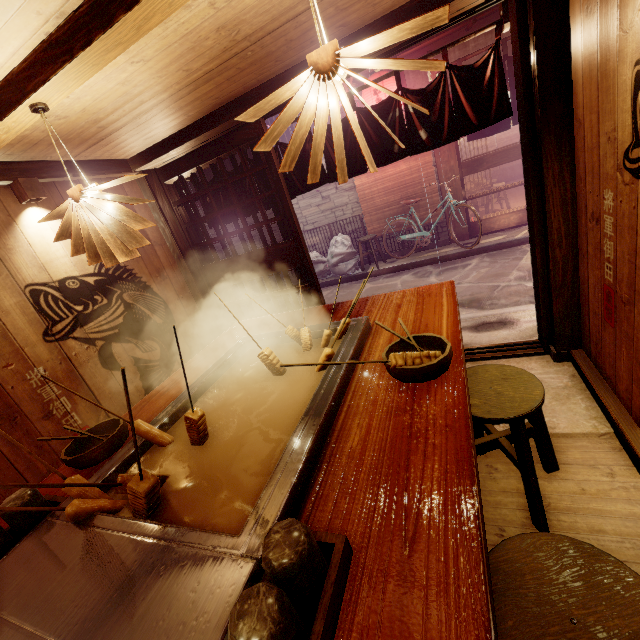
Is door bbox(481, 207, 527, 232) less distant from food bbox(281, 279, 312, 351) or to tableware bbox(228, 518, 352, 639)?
food bbox(281, 279, 312, 351)

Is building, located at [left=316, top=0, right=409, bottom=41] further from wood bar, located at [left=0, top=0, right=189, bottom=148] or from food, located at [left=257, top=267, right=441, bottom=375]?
food, located at [left=257, top=267, right=441, bottom=375]

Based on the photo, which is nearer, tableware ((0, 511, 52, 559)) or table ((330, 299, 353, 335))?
tableware ((0, 511, 52, 559))

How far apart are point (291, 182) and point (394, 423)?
5.48m

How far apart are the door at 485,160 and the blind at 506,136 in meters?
13.9

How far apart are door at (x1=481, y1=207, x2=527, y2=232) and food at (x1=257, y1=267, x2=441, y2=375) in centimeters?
1293cm

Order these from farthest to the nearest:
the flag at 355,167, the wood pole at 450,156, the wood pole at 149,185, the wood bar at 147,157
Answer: the wood pole at 450,156, the wood pole at 149,185, the flag at 355,167, the wood bar at 147,157

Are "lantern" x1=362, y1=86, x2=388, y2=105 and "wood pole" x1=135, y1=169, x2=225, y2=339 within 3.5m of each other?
no
